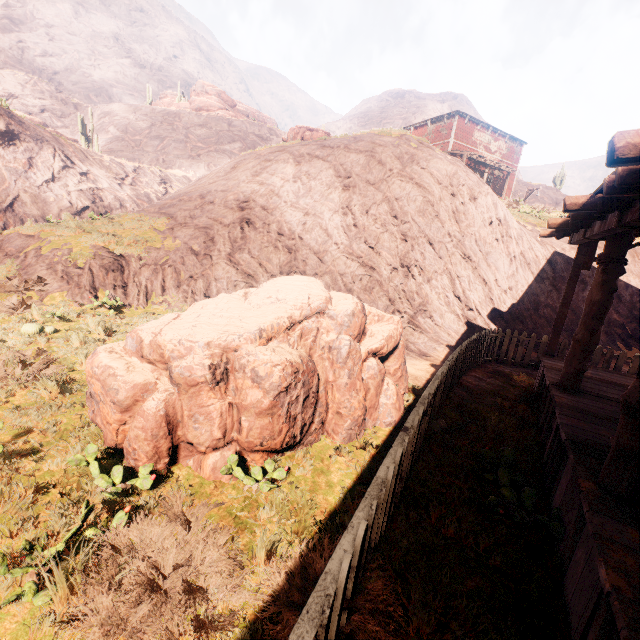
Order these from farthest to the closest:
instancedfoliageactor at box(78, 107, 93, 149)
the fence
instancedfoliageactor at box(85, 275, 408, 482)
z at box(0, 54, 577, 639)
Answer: instancedfoliageactor at box(78, 107, 93, 149), instancedfoliageactor at box(85, 275, 408, 482), z at box(0, 54, 577, 639), the fence

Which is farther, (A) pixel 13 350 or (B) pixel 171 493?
(A) pixel 13 350

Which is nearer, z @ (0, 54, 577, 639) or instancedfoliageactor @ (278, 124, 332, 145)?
z @ (0, 54, 577, 639)

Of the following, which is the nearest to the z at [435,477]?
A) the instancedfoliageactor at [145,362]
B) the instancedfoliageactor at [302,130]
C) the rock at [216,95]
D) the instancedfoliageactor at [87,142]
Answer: the instancedfoliageactor at [145,362]

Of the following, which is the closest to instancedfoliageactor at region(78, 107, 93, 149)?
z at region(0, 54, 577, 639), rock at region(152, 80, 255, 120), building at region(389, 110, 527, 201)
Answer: z at region(0, 54, 577, 639)

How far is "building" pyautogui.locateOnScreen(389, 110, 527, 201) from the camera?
26.8m

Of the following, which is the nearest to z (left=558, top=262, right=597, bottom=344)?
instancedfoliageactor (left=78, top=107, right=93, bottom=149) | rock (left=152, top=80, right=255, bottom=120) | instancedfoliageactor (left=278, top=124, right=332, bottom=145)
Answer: instancedfoliageactor (left=278, top=124, right=332, bottom=145)

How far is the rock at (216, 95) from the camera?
52.12m
